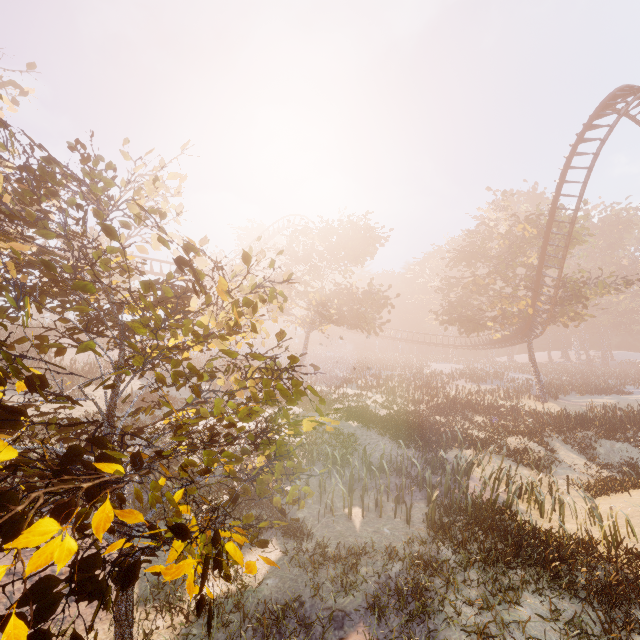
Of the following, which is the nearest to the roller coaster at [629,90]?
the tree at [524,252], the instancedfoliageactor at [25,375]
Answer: the tree at [524,252]

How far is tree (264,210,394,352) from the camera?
24.0m

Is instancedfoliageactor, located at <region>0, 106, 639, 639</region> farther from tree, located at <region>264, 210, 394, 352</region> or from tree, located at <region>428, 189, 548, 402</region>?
tree, located at <region>428, 189, 548, 402</region>

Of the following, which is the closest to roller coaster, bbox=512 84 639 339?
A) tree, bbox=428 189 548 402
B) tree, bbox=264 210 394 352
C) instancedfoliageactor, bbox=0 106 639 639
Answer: tree, bbox=428 189 548 402

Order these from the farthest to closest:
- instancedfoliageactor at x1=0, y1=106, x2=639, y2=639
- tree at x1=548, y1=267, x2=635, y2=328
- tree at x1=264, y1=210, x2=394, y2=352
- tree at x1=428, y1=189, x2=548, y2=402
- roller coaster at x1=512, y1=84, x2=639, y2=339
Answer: tree at x1=428, y1=189, x2=548, y2=402
tree at x1=548, y1=267, x2=635, y2=328
tree at x1=264, y1=210, x2=394, y2=352
roller coaster at x1=512, y1=84, x2=639, y2=339
instancedfoliageactor at x1=0, y1=106, x2=639, y2=639

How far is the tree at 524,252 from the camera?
29.3m

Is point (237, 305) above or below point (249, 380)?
above

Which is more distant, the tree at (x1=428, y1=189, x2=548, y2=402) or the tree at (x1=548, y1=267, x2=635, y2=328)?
the tree at (x1=428, y1=189, x2=548, y2=402)
